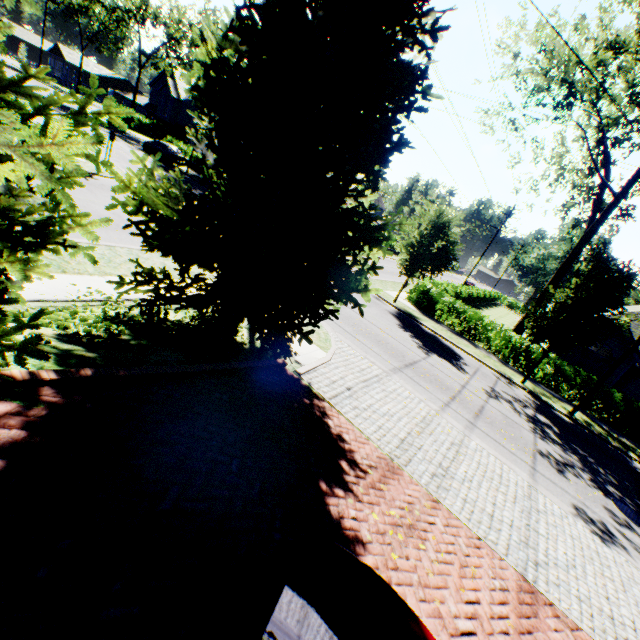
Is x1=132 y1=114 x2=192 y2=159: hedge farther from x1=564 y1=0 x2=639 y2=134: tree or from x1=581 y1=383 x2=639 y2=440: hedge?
x1=581 y1=383 x2=639 y2=440: hedge

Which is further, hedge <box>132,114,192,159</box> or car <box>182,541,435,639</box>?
hedge <box>132,114,192,159</box>

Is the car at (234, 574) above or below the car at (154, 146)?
above

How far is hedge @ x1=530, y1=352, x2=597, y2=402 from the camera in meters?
17.1

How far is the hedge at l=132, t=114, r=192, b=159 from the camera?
36.5m

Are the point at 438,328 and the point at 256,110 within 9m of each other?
no

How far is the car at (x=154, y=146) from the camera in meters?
30.0

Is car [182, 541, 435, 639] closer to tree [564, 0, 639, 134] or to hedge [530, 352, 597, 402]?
tree [564, 0, 639, 134]
